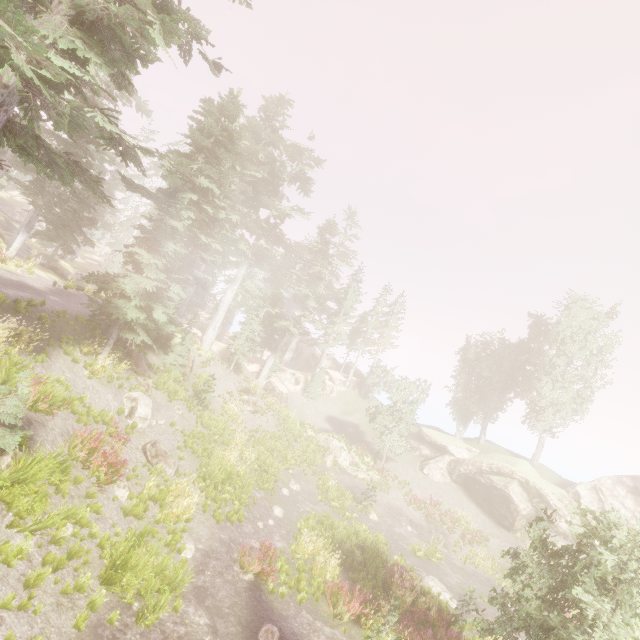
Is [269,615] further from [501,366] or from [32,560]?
[501,366]

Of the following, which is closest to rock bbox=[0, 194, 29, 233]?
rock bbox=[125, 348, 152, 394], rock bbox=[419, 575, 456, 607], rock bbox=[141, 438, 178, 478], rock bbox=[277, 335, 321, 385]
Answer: rock bbox=[125, 348, 152, 394]

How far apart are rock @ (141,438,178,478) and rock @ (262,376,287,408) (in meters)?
19.44

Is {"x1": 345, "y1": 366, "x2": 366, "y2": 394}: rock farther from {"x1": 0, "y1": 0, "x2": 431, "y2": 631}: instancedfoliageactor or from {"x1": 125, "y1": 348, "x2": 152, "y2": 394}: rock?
{"x1": 125, "y1": 348, "x2": 152, "y2": 394}: rock

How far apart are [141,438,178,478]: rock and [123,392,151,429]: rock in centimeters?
83cm

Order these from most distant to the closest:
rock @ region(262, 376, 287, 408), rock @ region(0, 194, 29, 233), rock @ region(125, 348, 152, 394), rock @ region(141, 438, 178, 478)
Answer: rock @ region(0, 194, 29, 233) → rock @ region(262, 376, 287, 408) → rock @ region(125, 348, 152, 394) → rock @ region(141, 438, 178, 478)

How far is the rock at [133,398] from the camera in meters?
15.1 m

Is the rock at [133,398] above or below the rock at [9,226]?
below
